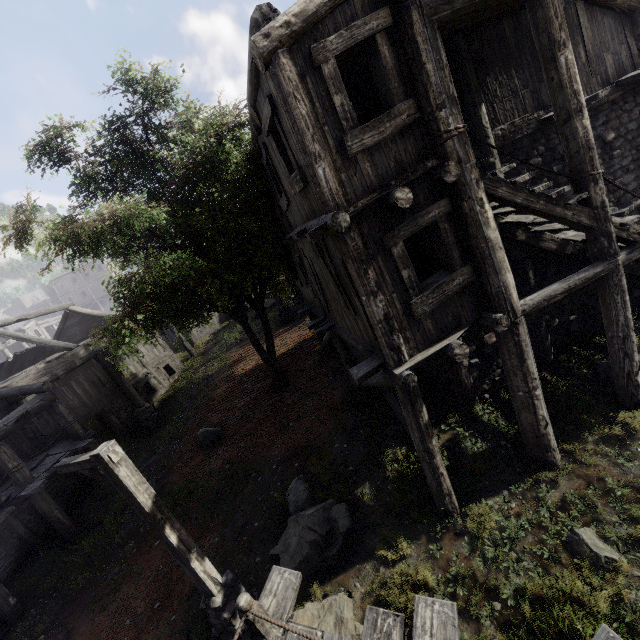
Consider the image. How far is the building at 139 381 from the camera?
19.46m

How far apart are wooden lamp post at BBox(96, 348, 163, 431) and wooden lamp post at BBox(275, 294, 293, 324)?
8.32m

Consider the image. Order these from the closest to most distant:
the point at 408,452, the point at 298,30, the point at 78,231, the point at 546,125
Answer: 1. the point at 298,30
2. the point at 546,125
3. the point at 408,452
4. the point at 78,231

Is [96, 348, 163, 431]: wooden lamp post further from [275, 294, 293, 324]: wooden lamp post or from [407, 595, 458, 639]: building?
[275, 294, 293, 324]: wooden lamp post

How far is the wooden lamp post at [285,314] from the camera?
22.47m

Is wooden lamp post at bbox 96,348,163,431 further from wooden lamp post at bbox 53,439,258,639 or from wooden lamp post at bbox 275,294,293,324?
wooden lamp post at bbox 53,439,258,639

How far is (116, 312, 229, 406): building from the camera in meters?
19.5 m

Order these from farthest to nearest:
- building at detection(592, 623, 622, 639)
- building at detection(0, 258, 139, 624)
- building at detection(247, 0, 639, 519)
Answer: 1. building at detection(0, 258, 139, 624)
2. building at detection(247, 0, 639, 519)
3. building at detection(592, 623, 622, 639)
